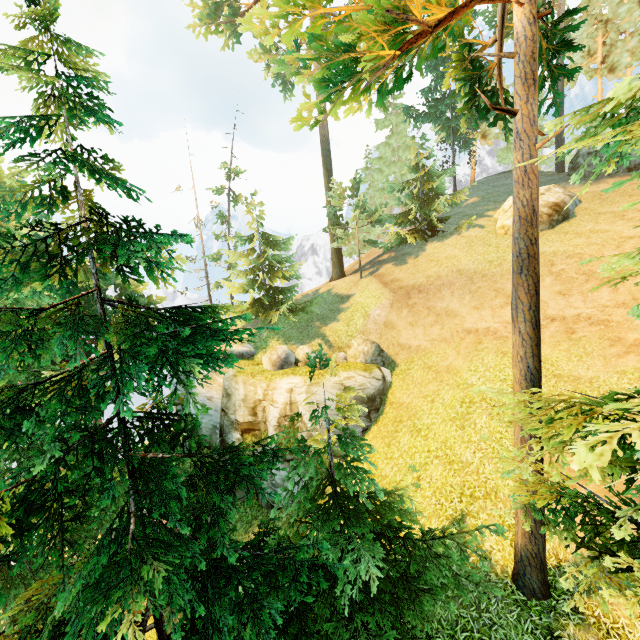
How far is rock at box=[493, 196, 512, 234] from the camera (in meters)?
19.45

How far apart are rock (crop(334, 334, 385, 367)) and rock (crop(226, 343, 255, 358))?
6.6 meters

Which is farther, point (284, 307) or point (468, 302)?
point (284, 307)

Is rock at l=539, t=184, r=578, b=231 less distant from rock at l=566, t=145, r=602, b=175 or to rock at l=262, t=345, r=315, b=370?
rock at l=566, t=145, r=602, b=175

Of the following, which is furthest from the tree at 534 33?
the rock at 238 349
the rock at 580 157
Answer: the rock at 580 157

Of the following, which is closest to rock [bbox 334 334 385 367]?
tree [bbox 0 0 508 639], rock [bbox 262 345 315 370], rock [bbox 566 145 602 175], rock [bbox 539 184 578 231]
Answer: rock [bbox 262 345 315 370]

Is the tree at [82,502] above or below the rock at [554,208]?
below
